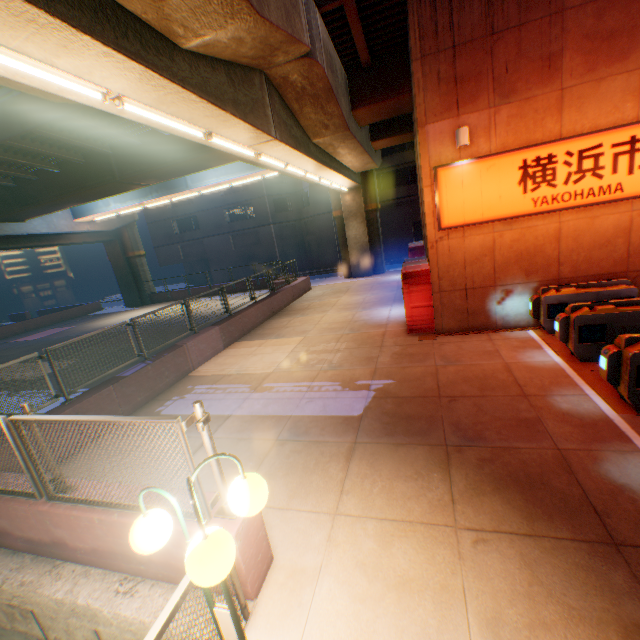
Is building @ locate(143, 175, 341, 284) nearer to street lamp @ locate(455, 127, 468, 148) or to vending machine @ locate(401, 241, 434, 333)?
vending machine @ locate(401, 241, 434, 333)

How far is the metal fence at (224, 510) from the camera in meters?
3.1

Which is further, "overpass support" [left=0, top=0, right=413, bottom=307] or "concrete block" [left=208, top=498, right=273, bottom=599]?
"overpass support" [left=0, top=0, right=413, bottom=307]

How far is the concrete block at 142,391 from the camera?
7.5 meters

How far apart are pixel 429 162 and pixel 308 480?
8.3m

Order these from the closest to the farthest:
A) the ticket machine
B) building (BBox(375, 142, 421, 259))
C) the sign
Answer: the ticket machine < the sign < building (BBox(375, 142, 421, 259))

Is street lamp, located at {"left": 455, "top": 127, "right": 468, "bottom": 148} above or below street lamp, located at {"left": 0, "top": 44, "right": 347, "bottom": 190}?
below

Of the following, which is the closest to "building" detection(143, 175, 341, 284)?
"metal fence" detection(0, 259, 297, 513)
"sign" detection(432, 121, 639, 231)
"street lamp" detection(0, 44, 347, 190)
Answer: "metal fence" detection(0, 259, 297, 513)
